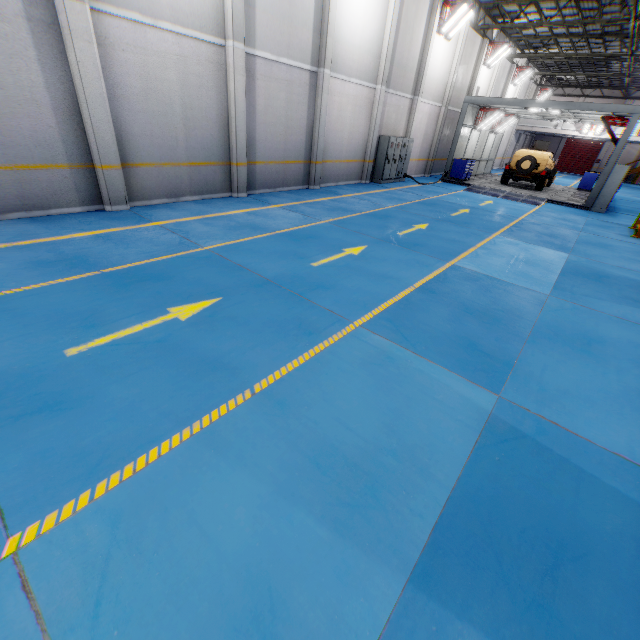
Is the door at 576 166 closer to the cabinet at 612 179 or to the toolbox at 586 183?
the toolbox at 586 183

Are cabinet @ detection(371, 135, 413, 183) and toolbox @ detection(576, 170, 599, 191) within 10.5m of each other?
no

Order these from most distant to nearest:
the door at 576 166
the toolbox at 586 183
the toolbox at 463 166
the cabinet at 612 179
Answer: the door at 576 166 → the toolbox at 586 183 → the toolbox at 463 166 → the cabinet at 612 179

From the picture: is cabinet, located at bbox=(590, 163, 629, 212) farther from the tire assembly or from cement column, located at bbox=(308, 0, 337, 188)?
cement column, located at bbox=(308, 0, 337, 188)

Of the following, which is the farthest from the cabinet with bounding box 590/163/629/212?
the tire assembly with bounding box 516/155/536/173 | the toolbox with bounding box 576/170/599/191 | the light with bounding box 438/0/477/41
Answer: the light with bounding box 438/0/477/41

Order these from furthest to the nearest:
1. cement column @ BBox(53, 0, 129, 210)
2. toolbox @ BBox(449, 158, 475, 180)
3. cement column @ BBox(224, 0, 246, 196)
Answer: toolbox @ BBox(449, 158, 475, 180) < cement column @ BBox(224, 0, 246, 196) < cement column @ BBox(53, 0, 129, 210)

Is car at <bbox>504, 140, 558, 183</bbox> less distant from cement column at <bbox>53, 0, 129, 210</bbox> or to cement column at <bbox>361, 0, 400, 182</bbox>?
cement column at <bbox>361, 0, 400, 182</bbox>

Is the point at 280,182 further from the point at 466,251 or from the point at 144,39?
the point at 466,251
